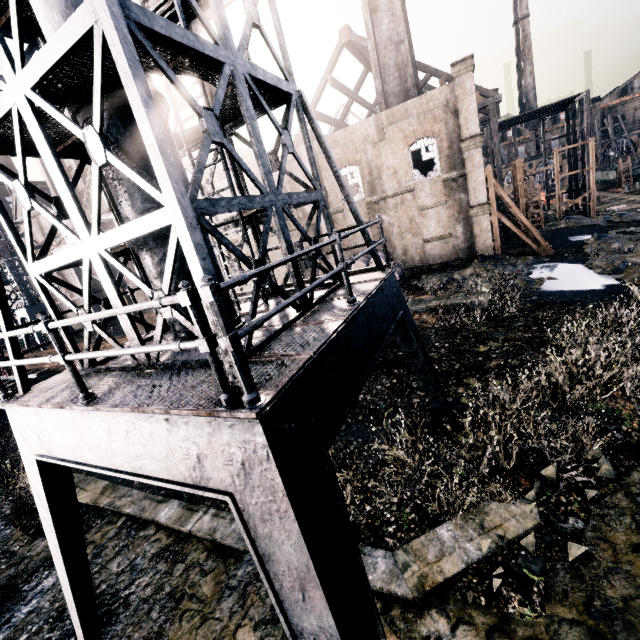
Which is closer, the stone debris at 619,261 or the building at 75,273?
the stone debris at 619,261

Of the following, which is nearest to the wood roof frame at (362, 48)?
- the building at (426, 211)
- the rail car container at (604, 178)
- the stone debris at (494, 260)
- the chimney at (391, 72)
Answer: the chimney at (391, 72)

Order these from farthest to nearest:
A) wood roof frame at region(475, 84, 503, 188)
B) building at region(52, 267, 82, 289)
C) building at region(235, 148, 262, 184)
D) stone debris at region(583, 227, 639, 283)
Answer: building at region(52, 267, 82, 289) → building at region(235, 148, 262, 184) → wood roof frame at region(475, 84, 503, 188) → stone debris at region(583, 227, 639, 283)

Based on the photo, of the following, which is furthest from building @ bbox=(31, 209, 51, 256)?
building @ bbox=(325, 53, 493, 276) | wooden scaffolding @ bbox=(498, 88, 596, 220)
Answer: building @ bbox=(325, 53, 493, 276)

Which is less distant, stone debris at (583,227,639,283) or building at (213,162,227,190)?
stone debris at (583,227,639,283)

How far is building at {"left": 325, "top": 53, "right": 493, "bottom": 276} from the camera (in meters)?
21.88

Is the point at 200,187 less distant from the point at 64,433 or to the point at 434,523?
the point at 64,433

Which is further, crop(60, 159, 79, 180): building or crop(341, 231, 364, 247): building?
crop(60, 159, 79, 180): building
